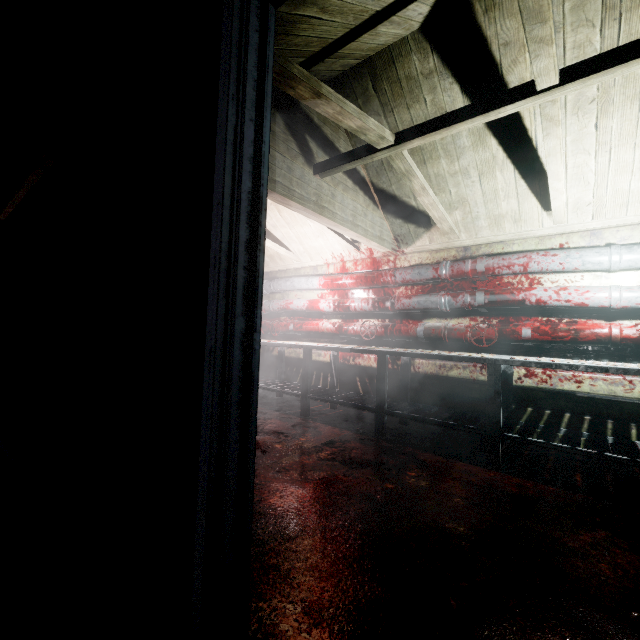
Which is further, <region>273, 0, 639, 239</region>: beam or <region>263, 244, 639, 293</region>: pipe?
<region>263, 244, 639, 293</region>: pipe

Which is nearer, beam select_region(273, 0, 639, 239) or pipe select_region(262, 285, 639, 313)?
beam select_region(273, 0, 639, 239)

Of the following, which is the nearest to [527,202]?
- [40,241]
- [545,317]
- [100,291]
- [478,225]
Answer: [478,225]

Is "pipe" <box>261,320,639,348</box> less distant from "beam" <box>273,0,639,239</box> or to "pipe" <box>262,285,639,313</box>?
"pipe" <box>262,285,639,313</box>

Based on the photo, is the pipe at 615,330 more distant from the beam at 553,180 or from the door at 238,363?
the door at 238,363

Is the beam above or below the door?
above

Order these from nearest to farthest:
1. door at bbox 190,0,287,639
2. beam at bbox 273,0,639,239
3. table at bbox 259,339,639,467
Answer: door at bbox 190,0,287,639
beam at bbox 273,0,639,239
table at bbox 259,339,639,467

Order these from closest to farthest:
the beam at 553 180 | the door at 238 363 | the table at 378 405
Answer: the door at 238 363 < the beam at 553 180 < the table at 378 405
